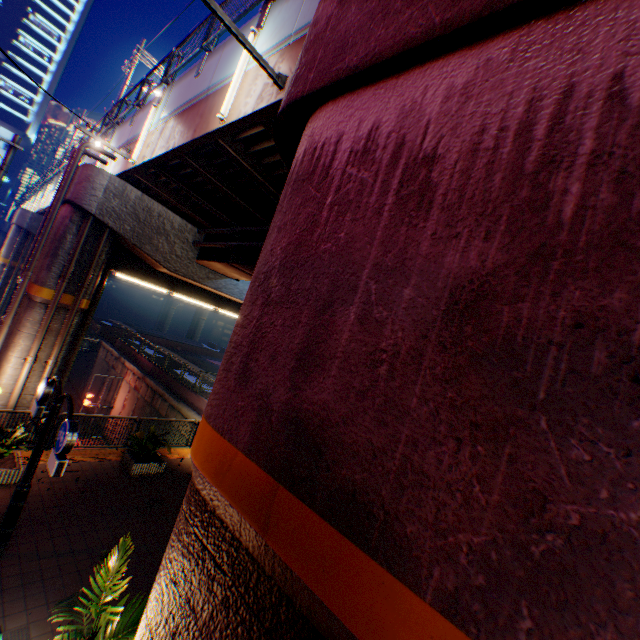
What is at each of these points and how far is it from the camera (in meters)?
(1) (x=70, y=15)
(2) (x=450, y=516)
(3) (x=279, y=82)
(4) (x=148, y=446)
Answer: (1) building, 53.56
(2) overpass support, 1.30
(3) electric pole, 4.80
(4) plants, 10.88

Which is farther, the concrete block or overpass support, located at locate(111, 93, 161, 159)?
the concrete block

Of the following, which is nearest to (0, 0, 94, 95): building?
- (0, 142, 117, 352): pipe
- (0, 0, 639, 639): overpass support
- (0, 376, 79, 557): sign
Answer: (0, 0, 639, 639): overpass support

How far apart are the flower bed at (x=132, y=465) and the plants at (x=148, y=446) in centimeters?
4cm

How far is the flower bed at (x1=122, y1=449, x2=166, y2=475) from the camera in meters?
10.4

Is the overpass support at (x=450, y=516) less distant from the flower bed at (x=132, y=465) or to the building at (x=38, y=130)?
the flower bed at (x=132, y=465)

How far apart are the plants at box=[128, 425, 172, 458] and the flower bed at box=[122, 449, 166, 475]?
0.0 meters

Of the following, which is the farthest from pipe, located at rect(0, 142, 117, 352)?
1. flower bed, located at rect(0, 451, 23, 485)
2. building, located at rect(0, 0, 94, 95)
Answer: building, located at rect(0, 0, 94, 95)
